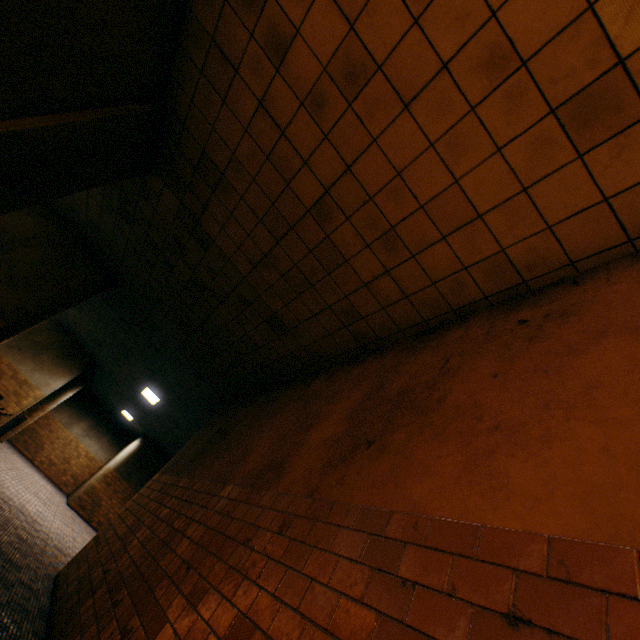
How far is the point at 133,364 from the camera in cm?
1050
